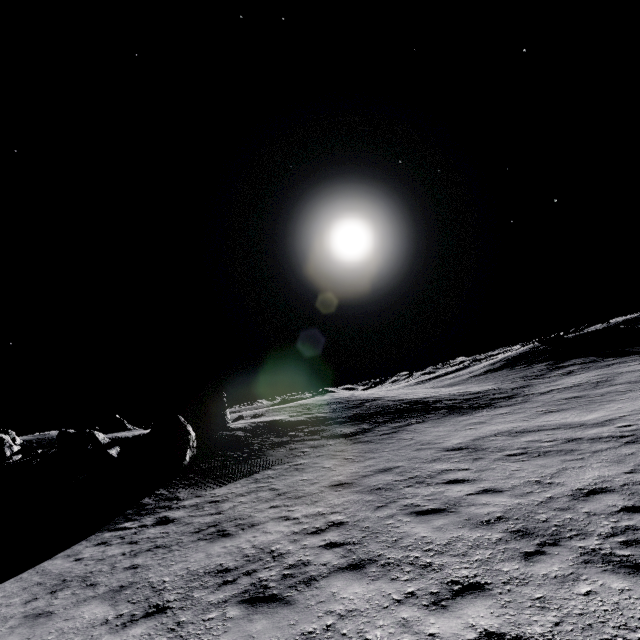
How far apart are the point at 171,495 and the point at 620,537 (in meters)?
16.21
